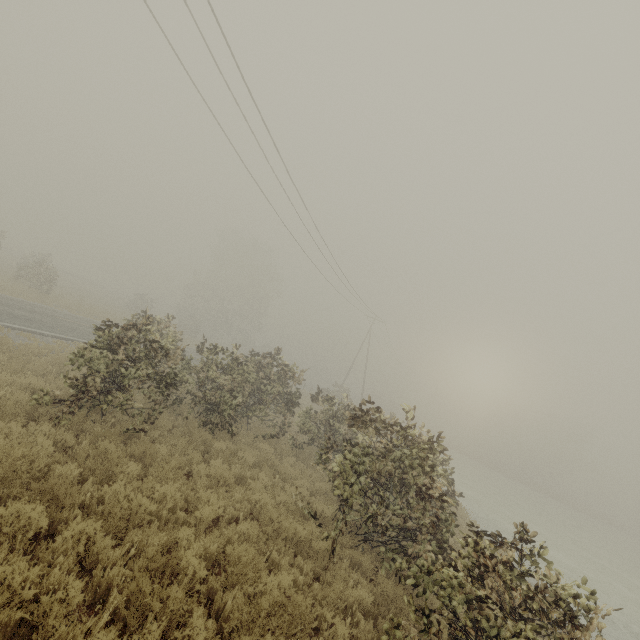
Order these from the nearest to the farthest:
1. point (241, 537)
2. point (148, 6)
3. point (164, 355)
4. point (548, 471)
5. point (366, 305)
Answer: point (241, 537) < point (164, 355) < point (148, 6) < point (366, 305) < point (548, 471)
